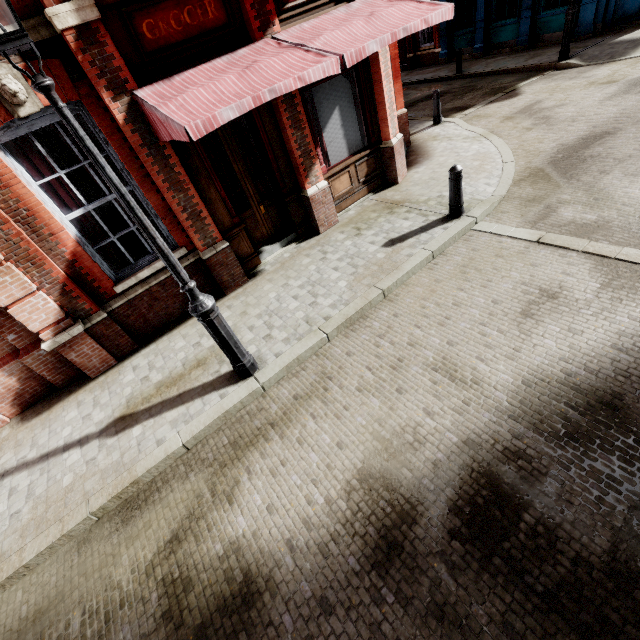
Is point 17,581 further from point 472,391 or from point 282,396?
point 472,391

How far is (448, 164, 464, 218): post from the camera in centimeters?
577cm

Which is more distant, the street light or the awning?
the awning

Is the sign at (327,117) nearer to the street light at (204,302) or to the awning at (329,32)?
the awning at (329,32)

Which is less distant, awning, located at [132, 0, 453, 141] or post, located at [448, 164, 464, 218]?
awning, located at [132, 0, 453, 141]

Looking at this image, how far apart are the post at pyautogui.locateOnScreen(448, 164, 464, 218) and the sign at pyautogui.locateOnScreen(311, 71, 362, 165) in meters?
2.6 m

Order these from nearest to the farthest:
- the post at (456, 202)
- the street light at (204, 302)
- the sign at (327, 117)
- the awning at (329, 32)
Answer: the street light at (204, 302) < the awning at (329, 32) < the post at (456, 202) < the sign at (327, 117)

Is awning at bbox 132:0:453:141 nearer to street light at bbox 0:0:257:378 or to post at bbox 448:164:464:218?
street light at bbox 0:0:257:378
